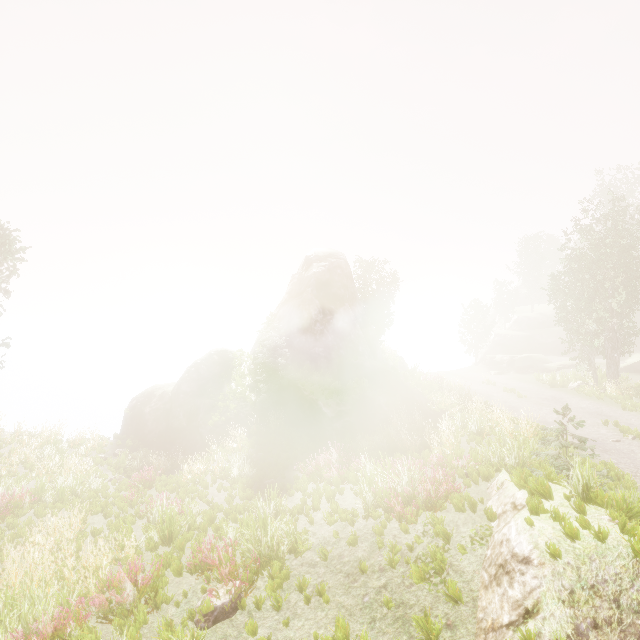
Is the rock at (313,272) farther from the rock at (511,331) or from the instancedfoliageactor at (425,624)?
the rock at (511,331)

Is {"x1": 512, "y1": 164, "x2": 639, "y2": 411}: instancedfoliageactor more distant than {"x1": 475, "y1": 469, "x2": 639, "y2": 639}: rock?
Yes

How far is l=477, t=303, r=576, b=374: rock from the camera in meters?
34.8

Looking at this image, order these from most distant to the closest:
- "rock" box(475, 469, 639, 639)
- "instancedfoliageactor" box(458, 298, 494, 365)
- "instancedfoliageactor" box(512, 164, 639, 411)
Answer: "instancedfoliageactor" box(458, 298, 494, 365) → "instancedfoliageactor" box(512, 164, 639, 411) → "rock" box(475, 469, 639, 639)

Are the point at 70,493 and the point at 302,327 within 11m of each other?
no

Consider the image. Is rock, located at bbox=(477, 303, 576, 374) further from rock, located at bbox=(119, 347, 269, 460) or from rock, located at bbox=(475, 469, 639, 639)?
rock, located at bbox=(475, 469, 639, 639)

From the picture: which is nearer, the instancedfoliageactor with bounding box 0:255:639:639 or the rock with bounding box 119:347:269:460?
the instancedfoliageactor with bounding box 0:255:639:639
